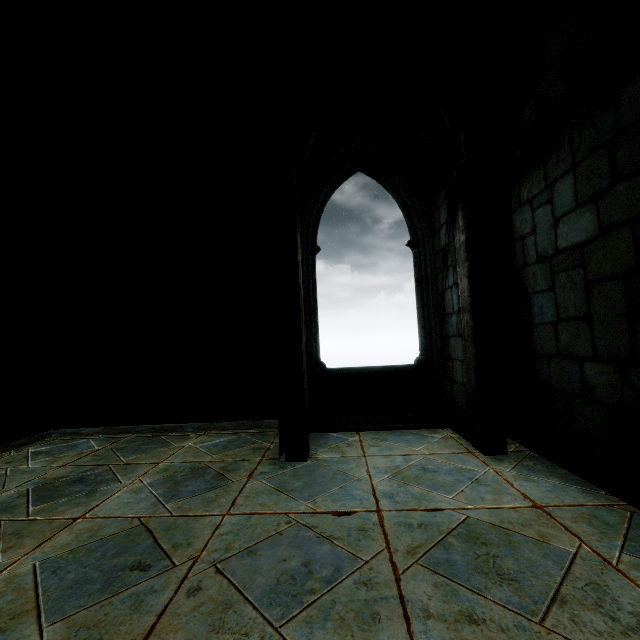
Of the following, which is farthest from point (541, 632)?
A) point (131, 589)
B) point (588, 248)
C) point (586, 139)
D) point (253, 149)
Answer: point (253, 149)
